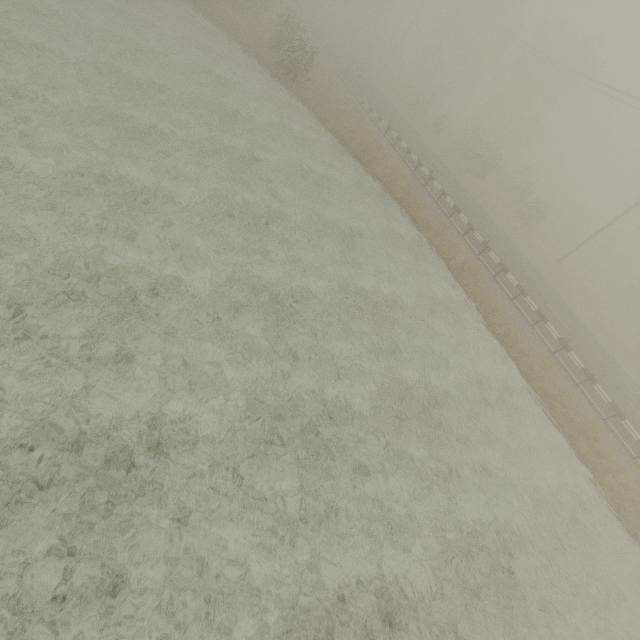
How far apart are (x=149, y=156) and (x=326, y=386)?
13.6m
